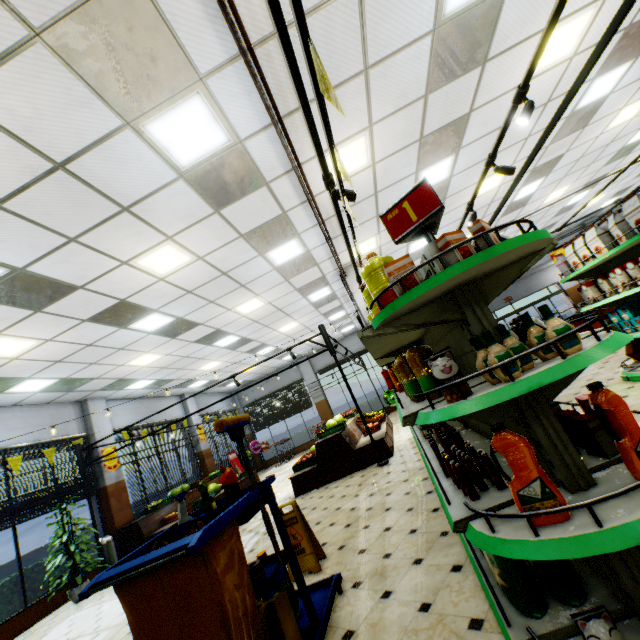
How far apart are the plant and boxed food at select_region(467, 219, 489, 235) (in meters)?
10.34

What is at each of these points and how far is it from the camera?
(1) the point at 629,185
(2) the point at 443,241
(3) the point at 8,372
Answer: (1) building, 14.4 meters
(2) boxed food, 1.7 meters
(3) building, 6.9 meters

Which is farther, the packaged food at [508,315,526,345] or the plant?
the plant

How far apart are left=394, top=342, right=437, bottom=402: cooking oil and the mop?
1.5 meters

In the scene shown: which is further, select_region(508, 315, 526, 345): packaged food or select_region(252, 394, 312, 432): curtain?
select_region(252, 394, 312, 432): curtain

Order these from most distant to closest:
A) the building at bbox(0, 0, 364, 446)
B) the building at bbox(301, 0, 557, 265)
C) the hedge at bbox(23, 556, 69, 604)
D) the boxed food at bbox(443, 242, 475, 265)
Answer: the hedge at bbox(23, 556, 69, 604), the building at bbox(301, 0, 557, 265), the building at bbox(0, 0, 364, 446), the boxed food at bbox(443, 242, 475, 265)

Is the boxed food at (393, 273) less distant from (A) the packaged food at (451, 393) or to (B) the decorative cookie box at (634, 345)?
(A) the packaged food at (451, 393)

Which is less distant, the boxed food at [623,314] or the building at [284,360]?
the boxed food at [623,314]
